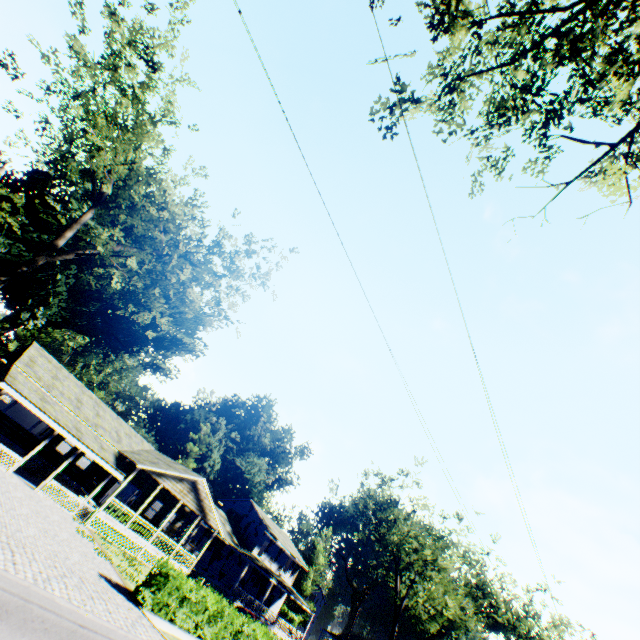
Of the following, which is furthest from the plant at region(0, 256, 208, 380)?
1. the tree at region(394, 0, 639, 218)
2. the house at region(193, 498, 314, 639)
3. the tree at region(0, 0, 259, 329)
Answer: the tree at region(394, 0, 639, 218)

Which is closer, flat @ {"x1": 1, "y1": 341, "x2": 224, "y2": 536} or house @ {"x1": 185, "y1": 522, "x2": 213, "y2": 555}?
flat @ {"x1": 1, "y1": 341, "x2": 224, "y2": 536}

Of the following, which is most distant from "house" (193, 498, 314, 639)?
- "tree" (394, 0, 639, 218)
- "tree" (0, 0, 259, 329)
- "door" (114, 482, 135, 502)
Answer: "tree" (394, 0, 639, 218)

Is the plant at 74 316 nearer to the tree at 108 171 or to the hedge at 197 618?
the tree at 108 171

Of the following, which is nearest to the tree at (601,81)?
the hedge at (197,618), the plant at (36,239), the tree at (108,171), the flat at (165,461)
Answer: the tree at (108,171)

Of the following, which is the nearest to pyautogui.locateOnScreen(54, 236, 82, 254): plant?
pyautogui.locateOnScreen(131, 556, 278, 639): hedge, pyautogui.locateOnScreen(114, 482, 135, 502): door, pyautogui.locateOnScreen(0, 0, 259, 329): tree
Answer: pyautogui.locateOnScreen(0, 0, 259, 329): tree

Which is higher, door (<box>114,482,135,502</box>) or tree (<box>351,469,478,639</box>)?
tree (<box>351,469,478,639</box>)

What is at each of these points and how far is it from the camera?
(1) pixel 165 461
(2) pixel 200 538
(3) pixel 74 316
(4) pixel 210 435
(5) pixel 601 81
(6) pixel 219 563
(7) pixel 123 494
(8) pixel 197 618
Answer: (1) flat, 29.2 meters
(2) house, 35.5 meters
(3) plant, 56.6 meters
(4) plant, 56.4 meters
(5) tree, 8.0 meters
(6) house, 37.1 meters
(7) door, 27.0 meters
(8) hedge, 17.1 meters
